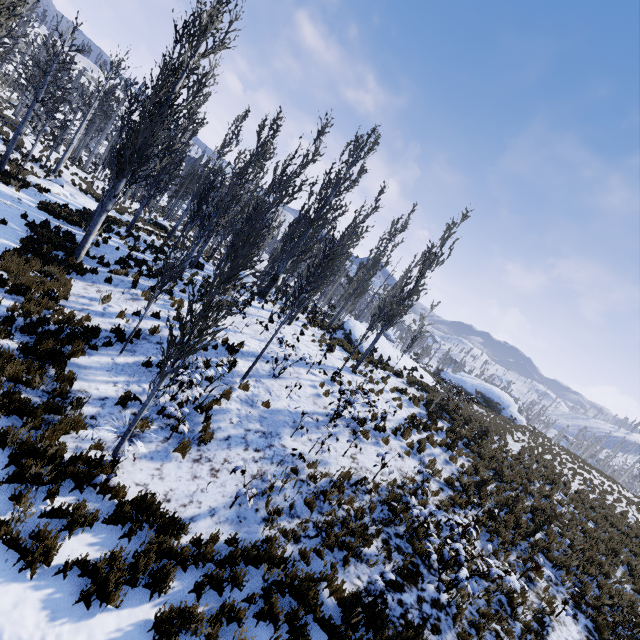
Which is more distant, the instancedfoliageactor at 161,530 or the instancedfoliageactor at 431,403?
the instancedfoliageactor at 431,403

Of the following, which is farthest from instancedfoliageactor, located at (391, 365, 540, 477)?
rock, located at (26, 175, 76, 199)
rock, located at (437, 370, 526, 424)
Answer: rock, located at (437, 370, 526, 424)

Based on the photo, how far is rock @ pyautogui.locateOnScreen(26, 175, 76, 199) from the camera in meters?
19.4 m

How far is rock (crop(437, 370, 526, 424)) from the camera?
35.0m

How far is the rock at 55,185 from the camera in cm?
1936

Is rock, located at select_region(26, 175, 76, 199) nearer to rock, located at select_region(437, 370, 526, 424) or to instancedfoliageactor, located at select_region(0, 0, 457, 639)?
instancedfoliageactor, located at select_region(0, 0, 457, 639)

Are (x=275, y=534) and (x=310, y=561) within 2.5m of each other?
yes
